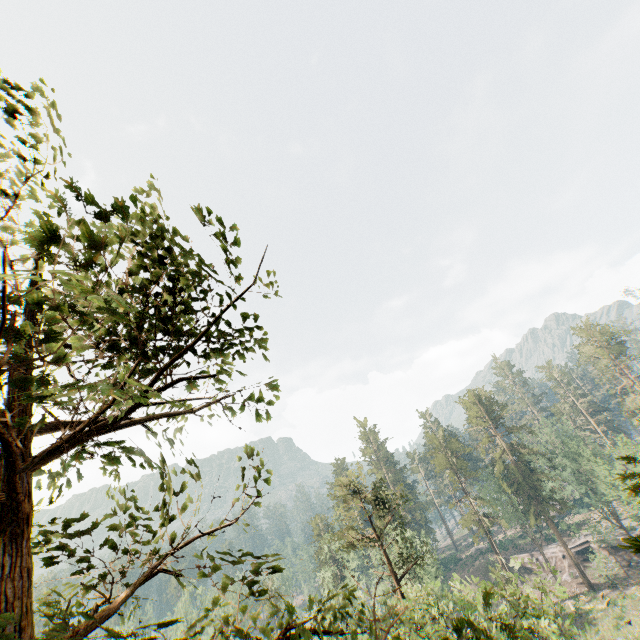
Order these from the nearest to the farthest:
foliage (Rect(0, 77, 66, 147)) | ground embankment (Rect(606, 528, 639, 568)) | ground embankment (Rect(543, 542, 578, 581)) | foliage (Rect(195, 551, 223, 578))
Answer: foliage (Rect(195, 551, 223, 578)) → foliage (Rect(0, 77, 66, 147)) → ground embankment (Rect(606, 528, 639, 568)) → ground embankment (Rect(543, 542, 578, 581))

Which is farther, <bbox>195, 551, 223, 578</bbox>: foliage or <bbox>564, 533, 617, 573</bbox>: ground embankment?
<bbox>564, 533, 617, 573</bbox>: ground embankment

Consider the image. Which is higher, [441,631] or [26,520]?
[26,520]

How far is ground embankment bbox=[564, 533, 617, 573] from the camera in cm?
5233

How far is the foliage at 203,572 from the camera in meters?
3.8 m

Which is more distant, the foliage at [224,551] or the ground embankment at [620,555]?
the ground embankment at [620,555]
